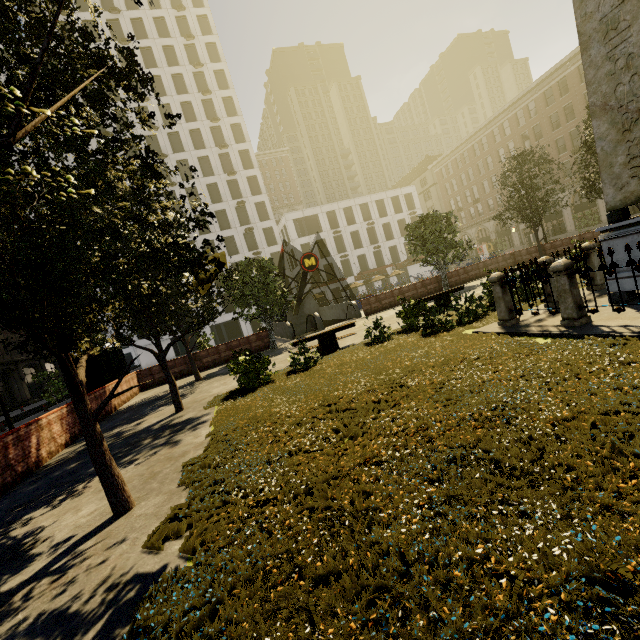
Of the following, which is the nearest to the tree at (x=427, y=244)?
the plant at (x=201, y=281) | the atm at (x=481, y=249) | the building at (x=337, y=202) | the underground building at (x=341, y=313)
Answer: the plant at (x=201, y=281)

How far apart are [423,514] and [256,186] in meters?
52.3

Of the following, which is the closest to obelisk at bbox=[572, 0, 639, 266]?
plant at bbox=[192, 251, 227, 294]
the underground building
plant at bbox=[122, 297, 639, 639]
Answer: plant at bbox=[122, 297, 639, 639]

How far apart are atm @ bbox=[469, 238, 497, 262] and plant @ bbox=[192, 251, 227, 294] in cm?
5734

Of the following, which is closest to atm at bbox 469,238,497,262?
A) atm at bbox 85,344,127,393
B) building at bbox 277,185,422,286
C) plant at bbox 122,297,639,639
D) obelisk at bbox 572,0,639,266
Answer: building at bbox 277,185,422,286

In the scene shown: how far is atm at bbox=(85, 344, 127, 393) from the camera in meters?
15.0 m

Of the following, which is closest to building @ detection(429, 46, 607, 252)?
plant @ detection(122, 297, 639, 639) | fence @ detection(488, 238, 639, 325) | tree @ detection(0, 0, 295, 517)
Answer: tree @ detection(0, 0, 295, 517)

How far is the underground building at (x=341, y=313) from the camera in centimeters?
2231cm
